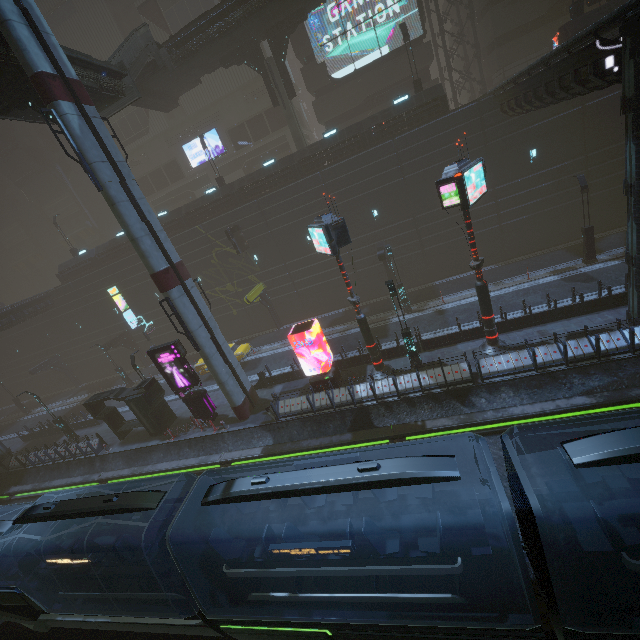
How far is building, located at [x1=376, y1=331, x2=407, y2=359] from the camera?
19.6 meters

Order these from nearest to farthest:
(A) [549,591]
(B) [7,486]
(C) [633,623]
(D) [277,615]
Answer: (C) [633,623] < (A) [549,591] < (D) [277,615] < (B) [7,486]

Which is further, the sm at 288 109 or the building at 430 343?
the sm at 288 109

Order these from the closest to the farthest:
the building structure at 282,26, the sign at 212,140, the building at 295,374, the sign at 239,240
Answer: the building at 295,374, the building structure at 282,26, the sign at 239,240, the sign at 212,140

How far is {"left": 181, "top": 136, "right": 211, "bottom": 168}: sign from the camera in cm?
4059

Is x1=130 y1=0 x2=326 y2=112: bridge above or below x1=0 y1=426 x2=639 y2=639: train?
above

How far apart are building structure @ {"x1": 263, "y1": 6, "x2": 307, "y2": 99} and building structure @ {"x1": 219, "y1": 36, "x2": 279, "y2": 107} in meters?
0.7

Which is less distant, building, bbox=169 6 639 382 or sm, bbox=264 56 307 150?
building, bbox=169 6 639 382
